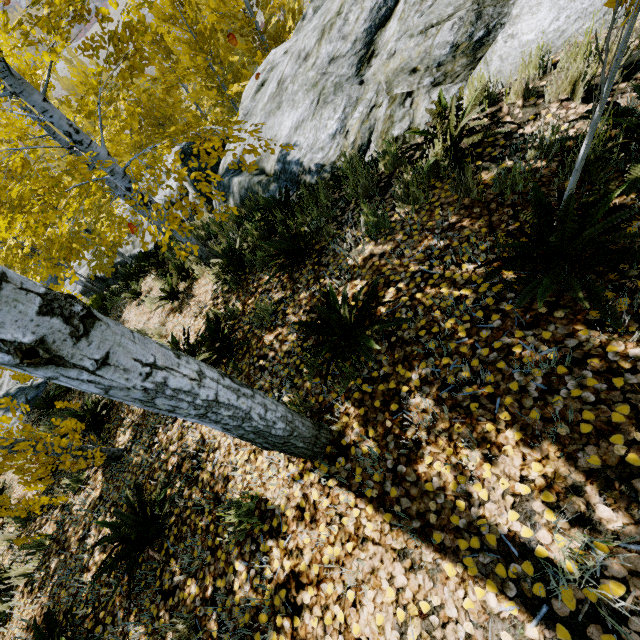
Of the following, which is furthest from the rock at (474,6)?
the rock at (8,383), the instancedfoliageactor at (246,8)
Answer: the rock at (8,383)

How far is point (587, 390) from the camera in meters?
1.7

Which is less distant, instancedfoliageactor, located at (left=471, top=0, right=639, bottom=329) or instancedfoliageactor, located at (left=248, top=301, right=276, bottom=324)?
instancedfoliageactor, located at (left=471, top=0, right=639, bottom=329)

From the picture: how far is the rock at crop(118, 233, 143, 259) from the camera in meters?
17.2

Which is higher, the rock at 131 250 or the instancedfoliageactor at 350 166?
the instancedfoliageactor at 350 166

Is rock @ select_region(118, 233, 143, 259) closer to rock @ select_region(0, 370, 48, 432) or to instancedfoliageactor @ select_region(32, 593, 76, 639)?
instancedfoliageactor @ select_region(32, 593, 76, 639)
